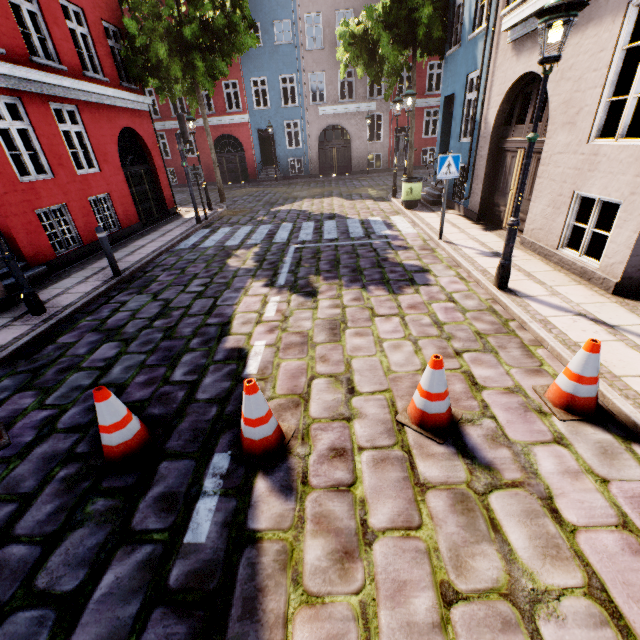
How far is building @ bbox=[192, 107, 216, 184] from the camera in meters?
23.1

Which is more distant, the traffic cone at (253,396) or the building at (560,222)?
the building at (560,222)

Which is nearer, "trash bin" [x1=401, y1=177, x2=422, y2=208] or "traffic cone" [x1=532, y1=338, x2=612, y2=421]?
"traffic cone" [x1=532, y1=338, x2=612, y2=421]

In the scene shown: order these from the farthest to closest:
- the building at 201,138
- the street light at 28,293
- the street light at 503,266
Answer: the building at 201,138
the street light at 28,293
the street light at 503,266

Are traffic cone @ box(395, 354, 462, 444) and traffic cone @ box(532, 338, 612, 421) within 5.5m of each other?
yes

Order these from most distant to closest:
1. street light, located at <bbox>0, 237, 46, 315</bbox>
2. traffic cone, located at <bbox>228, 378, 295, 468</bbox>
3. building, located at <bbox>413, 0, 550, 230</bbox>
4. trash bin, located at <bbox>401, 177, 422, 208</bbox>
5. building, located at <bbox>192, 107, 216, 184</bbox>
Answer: building, located at <bbox>192, 107, 216, 184</bbox> → trash bin, located at <bbox>401, 177, 422, 208</bbox> → building, located at <bbox>413, 0, 550, 230</bbox> → street light, located at <bbox>0, 237, 46, 315</bbox> → traffic cone, located at <bbox>228, 378, 295, 468</bbox>

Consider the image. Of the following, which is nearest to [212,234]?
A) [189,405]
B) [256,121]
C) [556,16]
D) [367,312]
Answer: [367,312]

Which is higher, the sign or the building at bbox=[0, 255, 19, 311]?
the sign
